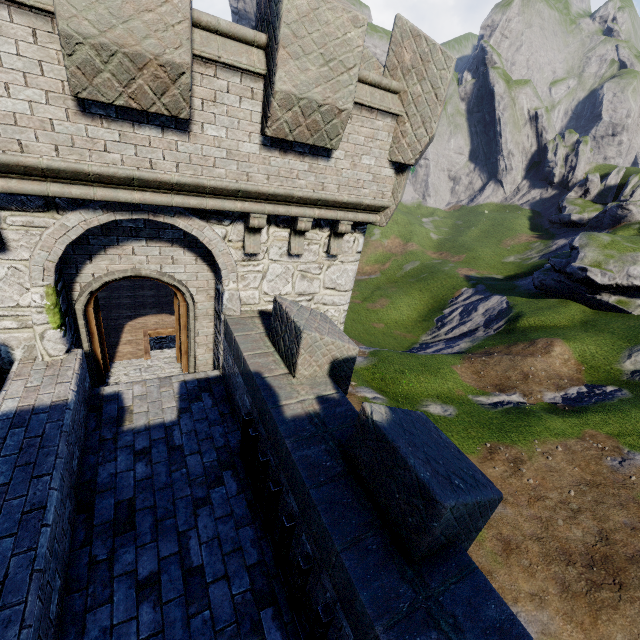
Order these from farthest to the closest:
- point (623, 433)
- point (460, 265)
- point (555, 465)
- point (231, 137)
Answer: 1. point (460, 265)
2. point (623, 433)
3. point (555, 465)
4. point (231, 137)
